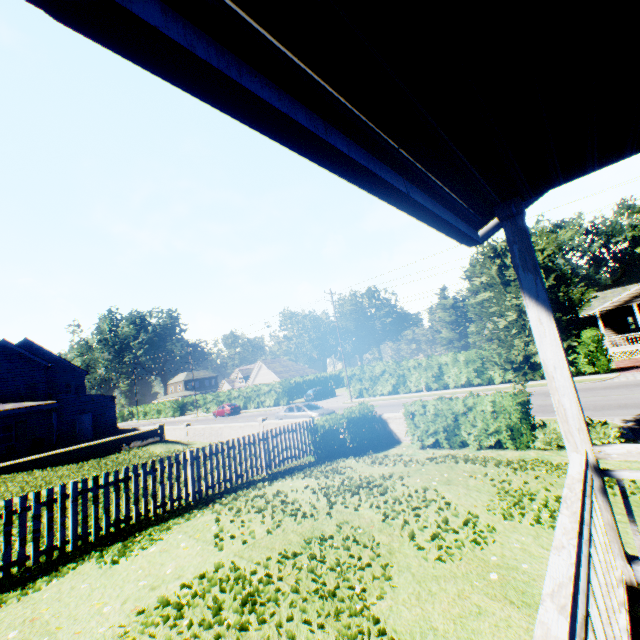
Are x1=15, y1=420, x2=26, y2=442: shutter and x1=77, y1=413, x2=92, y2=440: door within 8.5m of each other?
yes

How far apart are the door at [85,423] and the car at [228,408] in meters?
16.4 m

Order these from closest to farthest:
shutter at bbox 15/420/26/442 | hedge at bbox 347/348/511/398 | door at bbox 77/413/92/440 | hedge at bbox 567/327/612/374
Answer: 1. hedge at bbox 567/327/612/374
2. shutter at bbox 15/420/26/442
3. hedge at bbox 347/348/511/398
4. door at bbox 77/413/92/440

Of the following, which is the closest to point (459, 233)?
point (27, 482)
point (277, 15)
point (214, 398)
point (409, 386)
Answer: point (277, 15)

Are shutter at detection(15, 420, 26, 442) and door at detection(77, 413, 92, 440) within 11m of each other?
yes

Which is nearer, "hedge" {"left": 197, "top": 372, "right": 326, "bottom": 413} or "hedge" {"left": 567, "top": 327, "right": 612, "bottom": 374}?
"hedge" {"left": 567, "top": 327, "right": 612, "bottom": 374}

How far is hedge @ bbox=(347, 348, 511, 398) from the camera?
26.5m

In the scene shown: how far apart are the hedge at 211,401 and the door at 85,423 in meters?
20.0 m
